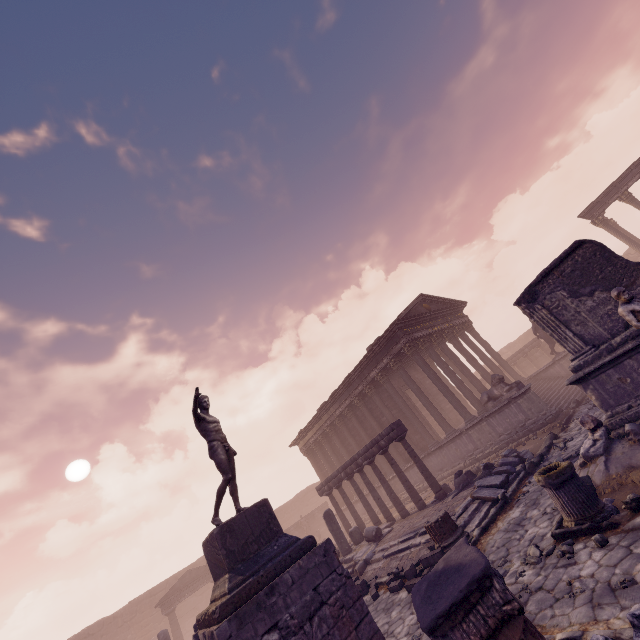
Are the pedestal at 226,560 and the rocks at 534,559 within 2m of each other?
no

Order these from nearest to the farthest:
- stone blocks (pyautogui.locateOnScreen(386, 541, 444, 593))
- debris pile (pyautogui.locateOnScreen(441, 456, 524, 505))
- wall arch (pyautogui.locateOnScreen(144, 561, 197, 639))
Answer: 1. stone blocks (pyautogui.locateOnScreen(386, 541, 444, 593))
2. debris pile (pyautogui.locateOnScreen(441, 456, 524, 505))
3. wall arch (pyautogui.locateOnScreen(144, 561, 197, 639))

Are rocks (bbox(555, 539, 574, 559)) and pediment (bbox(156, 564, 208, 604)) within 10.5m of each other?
no

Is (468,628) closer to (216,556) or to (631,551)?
(631,551)

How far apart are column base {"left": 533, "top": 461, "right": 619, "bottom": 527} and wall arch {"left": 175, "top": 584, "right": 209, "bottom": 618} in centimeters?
3433cm

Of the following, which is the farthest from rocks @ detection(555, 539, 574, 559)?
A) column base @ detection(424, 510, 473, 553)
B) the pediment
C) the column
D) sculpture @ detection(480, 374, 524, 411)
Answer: the pediment

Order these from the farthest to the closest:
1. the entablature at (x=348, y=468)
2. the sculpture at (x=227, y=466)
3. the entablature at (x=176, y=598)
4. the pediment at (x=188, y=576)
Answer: the pediment at (x=188, y=576) → the entablature at (x=176, y=598) → the entablature at (x=348, y=468) → the sculpture at (x=227, y=466)

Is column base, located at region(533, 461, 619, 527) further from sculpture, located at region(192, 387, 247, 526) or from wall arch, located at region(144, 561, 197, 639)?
wall arch, located at region(144, 561, 197, 639)
